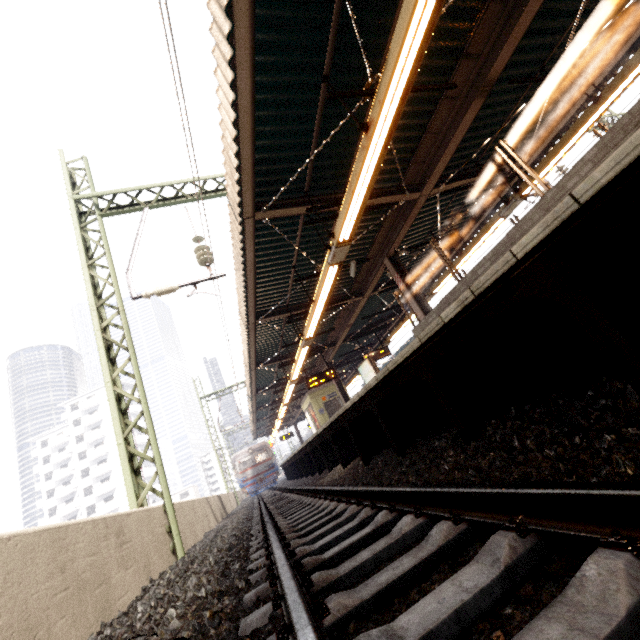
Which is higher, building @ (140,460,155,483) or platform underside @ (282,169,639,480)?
building @ (140,460,155,483)

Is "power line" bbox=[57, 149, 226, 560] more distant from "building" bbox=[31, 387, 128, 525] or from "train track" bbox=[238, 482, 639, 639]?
"building" bbox=[31, 387, 128, 525]

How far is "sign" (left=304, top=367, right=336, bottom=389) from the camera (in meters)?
15.01

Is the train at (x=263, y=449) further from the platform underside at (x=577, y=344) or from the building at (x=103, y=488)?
the building at (x=103, y=488)

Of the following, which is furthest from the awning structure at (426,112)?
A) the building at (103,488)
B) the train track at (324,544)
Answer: the building at (103,488)

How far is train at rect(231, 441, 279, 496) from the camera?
28.2m

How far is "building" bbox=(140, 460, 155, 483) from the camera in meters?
56.1 m

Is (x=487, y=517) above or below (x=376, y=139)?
below
